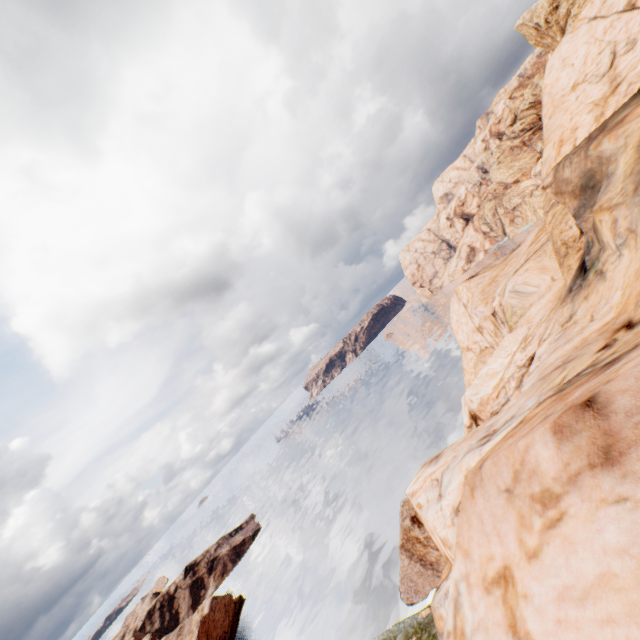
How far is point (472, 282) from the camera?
28.9 meters

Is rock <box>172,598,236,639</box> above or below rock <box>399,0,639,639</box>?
below

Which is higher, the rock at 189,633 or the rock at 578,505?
the rock at 578,505

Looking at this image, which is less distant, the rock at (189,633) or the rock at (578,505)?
the rock at (578,505)

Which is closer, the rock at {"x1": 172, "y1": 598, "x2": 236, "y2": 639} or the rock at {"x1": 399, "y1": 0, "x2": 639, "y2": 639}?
the rock at {"x1": 399, "y1": 0, "x2": 639, "y2": 639}
